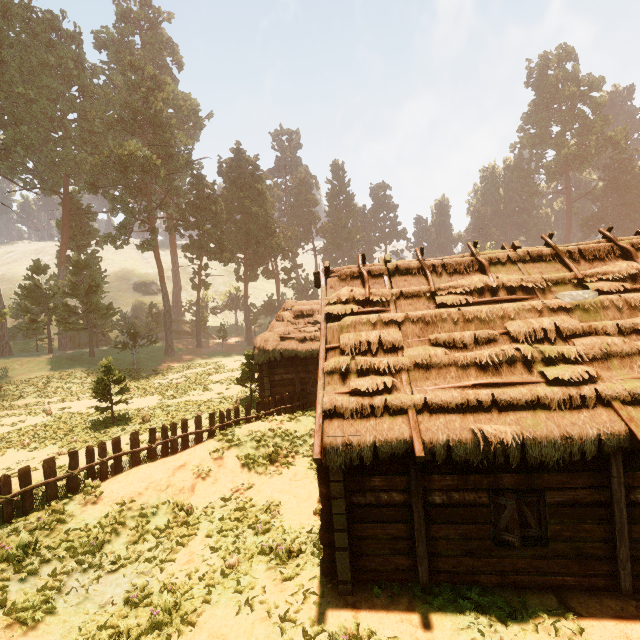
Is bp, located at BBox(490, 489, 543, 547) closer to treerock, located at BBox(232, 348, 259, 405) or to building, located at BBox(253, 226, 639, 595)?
building, located at BBox(253, 226, 639, 595)

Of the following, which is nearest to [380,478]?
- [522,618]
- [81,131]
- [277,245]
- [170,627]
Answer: [522,618]

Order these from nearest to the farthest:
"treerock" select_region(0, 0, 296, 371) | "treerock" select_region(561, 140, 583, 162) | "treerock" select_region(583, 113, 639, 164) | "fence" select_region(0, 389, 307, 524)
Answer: "fence" select_region(0, 389, 307, 524)
"treerock" select_region(0, 0, 296, 371)
"treerock" select_region(583, 113, 639, 164)
"treerock" select_region(561, 140, 583, 162)

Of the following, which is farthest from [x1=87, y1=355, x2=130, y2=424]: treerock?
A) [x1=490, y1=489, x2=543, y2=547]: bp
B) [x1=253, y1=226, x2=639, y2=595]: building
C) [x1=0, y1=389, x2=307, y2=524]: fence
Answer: [x1=490, y1=489, x2=543, y2=547]: bp

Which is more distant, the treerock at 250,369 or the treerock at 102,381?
the treerock at 250,369

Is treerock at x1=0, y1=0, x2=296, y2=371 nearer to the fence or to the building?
the building

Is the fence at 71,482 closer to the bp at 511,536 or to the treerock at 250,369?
the treerock at 250,369
